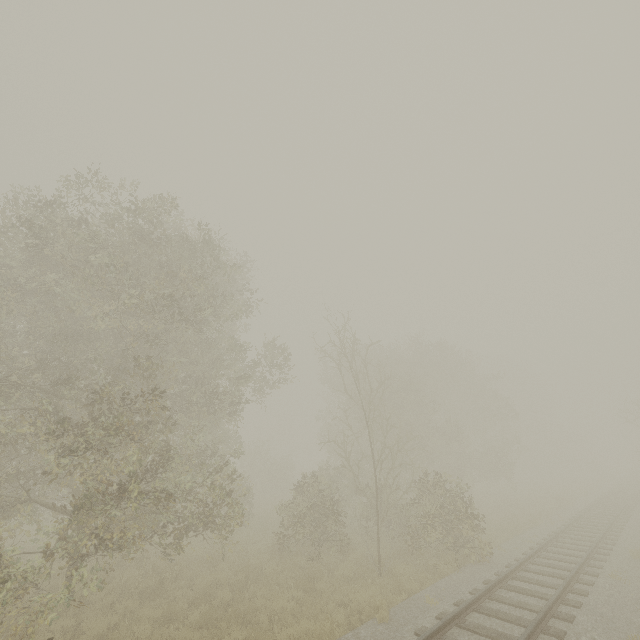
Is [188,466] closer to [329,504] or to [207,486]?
[207,486]

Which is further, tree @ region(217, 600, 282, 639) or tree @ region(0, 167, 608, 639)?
tree @ region(0, 167, 608, 639)

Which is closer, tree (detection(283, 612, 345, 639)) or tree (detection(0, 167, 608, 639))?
tree (detection(283, 612, 345, 639))

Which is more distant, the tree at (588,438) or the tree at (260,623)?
the tree at (588,438)

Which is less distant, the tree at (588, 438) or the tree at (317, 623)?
the tree at (317, 623)

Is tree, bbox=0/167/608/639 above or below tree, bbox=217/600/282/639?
above
